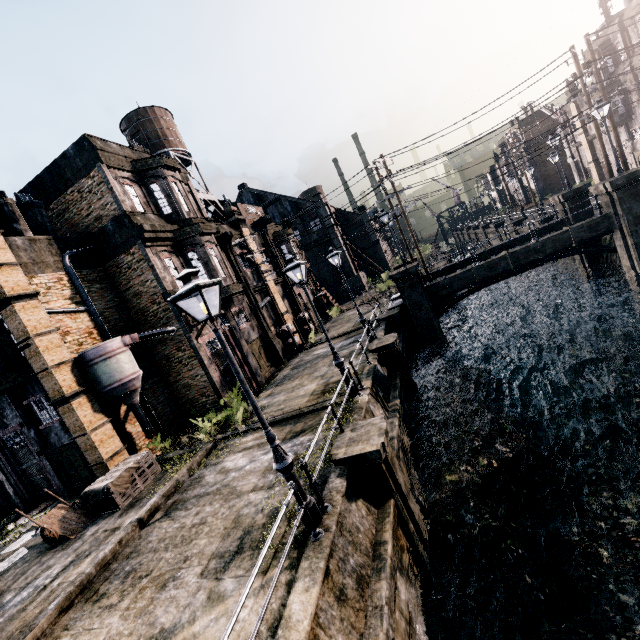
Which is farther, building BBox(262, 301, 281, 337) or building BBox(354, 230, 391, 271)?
building BBox(354, 230, 391, 271)

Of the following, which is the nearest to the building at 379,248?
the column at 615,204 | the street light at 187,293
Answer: the column at 615,204

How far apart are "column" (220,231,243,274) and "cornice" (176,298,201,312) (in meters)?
3.86

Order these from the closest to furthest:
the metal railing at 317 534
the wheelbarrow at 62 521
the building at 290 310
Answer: the metal railing at 317 534
the wheelbarrow at 62 521
the building at 290 310

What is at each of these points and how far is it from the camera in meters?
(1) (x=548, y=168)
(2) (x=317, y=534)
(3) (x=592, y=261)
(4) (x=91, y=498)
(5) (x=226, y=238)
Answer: (1) building, 55.1 m
(2) metal railing, 6.4 m
(3) column, 24.2 m
(4) wooden chest, 12.1 m
(5) column, 23.2 m

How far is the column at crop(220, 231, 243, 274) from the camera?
23.3m

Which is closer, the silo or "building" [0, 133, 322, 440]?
the silo

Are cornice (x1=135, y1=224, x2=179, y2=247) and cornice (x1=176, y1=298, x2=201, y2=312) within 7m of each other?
yes
